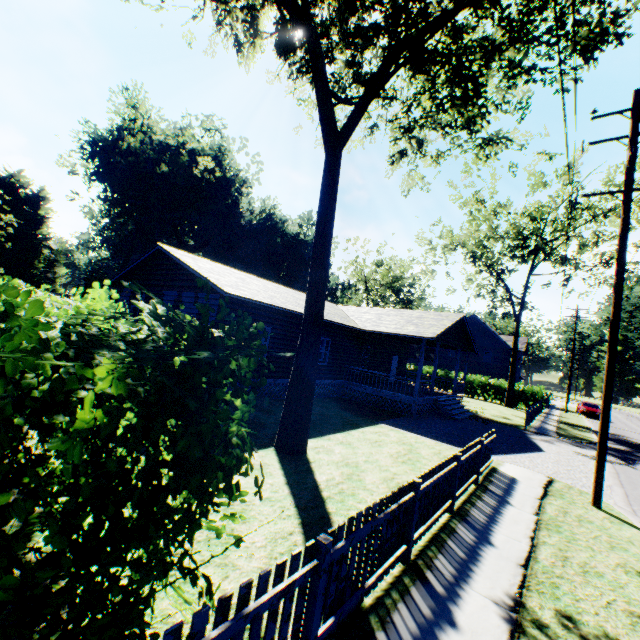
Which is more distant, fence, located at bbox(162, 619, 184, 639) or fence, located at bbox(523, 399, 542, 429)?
fence, located at bbox(523, 399, 542, 429)

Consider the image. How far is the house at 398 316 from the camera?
18.30m

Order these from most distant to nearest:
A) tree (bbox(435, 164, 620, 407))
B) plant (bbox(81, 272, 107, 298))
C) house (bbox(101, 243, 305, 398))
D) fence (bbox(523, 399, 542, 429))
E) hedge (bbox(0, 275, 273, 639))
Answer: plant (bbox(81, 272, 107, 298))
tree (bbox(435, 164, 620, 407))
fence (bbox(523, 399, 542, 429))
house (bbox(101, 243, 305, 398))
hedge (bbox(0, 275, 273, 639))

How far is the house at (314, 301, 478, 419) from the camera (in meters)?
18.30

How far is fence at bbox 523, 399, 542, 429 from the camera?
19.5 meters

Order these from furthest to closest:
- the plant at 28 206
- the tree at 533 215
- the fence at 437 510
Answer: the plant at 28 206 → the tree at 533 215 → the fence at 437 510

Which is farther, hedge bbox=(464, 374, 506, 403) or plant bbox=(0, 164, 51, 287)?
plant bbox=(0, 164, 51, 287)

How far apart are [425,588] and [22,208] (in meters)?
77.86
